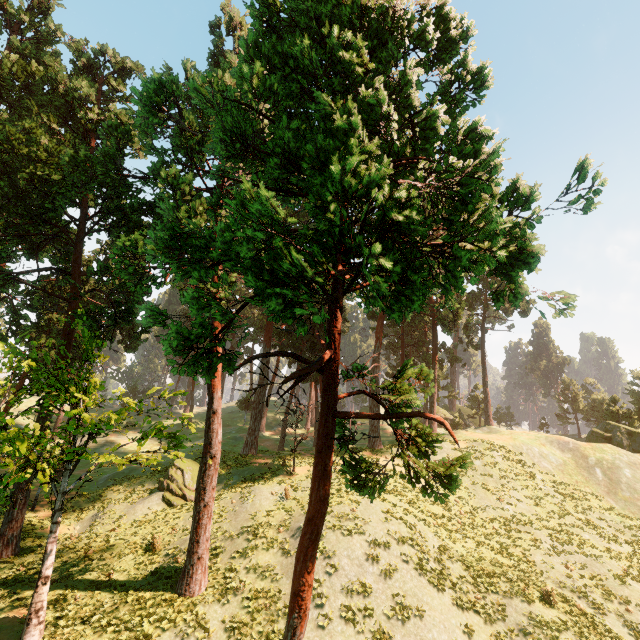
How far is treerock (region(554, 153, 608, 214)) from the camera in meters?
4.8 m

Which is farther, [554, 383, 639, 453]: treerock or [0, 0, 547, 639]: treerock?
[554, 383, 639, 453]: treerock

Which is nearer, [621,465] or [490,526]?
[490,526]

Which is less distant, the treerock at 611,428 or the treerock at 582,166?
the treerock at 582,166
